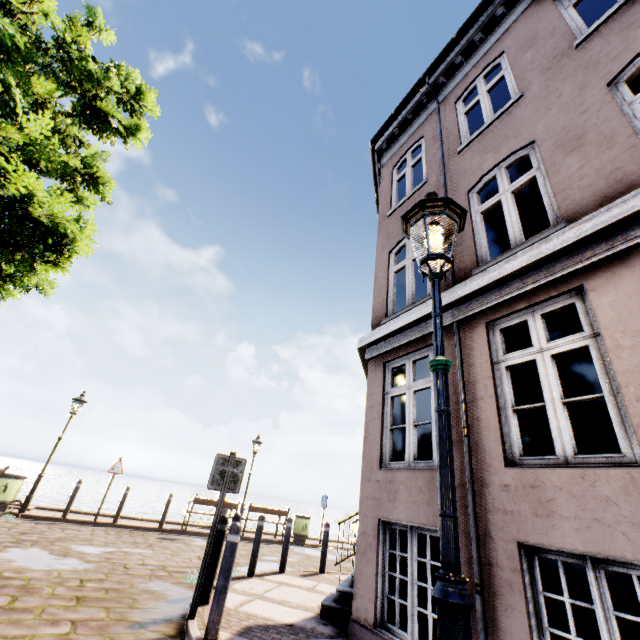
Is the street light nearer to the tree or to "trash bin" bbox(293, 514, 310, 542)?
the tree

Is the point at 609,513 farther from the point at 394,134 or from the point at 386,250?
the point at 394,134

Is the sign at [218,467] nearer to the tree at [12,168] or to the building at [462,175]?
the building at [462,175]

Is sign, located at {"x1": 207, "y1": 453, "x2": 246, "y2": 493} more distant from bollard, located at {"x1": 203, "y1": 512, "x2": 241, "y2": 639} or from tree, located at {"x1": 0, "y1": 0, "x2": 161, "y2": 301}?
tree, located at {"x1": 0, "y1": 0, "x2": 161, "y2": 301}

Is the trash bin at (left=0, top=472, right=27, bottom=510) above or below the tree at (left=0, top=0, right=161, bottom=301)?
below

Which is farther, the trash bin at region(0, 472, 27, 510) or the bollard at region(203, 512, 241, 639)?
the trash bin at region(0, 472, 27, 510)

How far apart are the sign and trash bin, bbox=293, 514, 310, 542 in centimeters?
1103cm

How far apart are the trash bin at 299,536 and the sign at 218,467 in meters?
11.0
